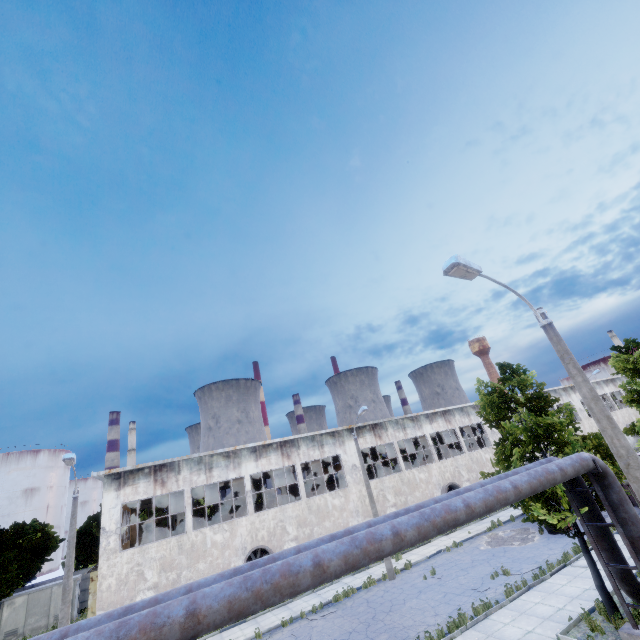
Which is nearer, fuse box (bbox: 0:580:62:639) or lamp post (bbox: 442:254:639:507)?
lamp post (bbox: 442:254:639:507)

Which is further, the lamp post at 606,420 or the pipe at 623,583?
the pipe at 623,583

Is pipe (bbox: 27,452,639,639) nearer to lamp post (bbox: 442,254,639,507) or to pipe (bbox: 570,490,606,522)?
pipe (bbox: 570,490,606,522)

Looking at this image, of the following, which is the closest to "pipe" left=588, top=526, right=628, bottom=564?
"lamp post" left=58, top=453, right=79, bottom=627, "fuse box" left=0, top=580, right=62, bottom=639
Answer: "lamp post" left=58, top=453, right=79, bottom=627

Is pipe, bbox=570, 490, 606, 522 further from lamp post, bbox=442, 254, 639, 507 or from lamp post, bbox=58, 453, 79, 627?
lamp post, bbox=58, 453, 79, 627

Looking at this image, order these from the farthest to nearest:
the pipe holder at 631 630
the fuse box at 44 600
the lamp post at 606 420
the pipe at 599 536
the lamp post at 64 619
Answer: the fuse box at 44 600 → the lamp post at 64 619 → the pipe at 599 536 → the pipe holder at 631 630 → the lamp post at 606 420

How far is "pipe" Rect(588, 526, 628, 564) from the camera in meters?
10.2 m

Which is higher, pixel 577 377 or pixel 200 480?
pixel 200 480
